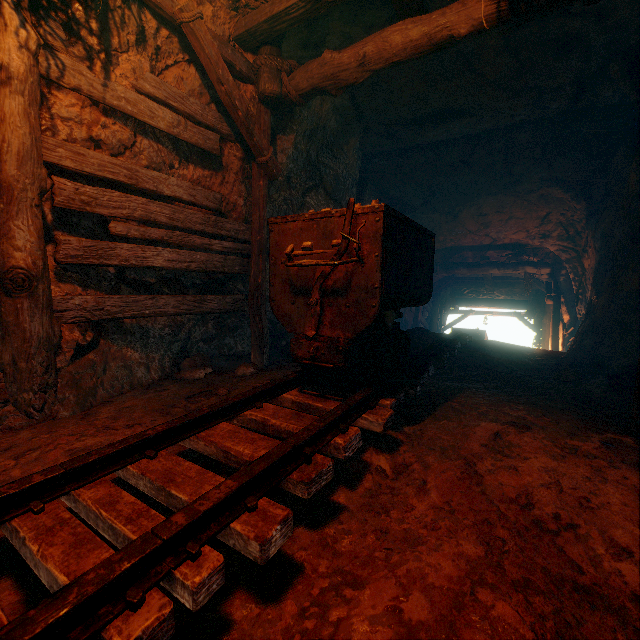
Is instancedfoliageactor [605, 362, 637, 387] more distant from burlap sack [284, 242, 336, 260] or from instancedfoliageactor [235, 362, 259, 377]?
instancedfoliageactor [235, 362, 259, 377]

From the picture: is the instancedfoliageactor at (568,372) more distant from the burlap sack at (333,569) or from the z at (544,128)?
the z at (544,128)

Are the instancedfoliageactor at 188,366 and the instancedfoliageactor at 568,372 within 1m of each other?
no

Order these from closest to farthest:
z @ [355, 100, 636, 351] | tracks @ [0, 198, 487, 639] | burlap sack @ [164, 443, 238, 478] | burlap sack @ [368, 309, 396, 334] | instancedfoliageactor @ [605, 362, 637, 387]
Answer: tracks @ [0, 198, 487, 639], burlap sack @ [164, 443, 238, 478], burlap sack @ [368, 309, 396, 334], instancedfoliageactor @ [605, 362, 637, 387], z @ [355, 100, 636, 351]

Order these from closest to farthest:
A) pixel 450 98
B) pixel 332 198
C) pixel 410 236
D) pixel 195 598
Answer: pixel 195 598 < pixel 410 236 < pixel 450 98 < pixel 332 198

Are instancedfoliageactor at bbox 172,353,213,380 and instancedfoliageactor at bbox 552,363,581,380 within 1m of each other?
no

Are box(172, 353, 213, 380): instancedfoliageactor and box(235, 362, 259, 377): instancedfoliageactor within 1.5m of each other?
yes

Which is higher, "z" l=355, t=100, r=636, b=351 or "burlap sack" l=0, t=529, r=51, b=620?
"z" l=355, t=100, r=636, b=351
